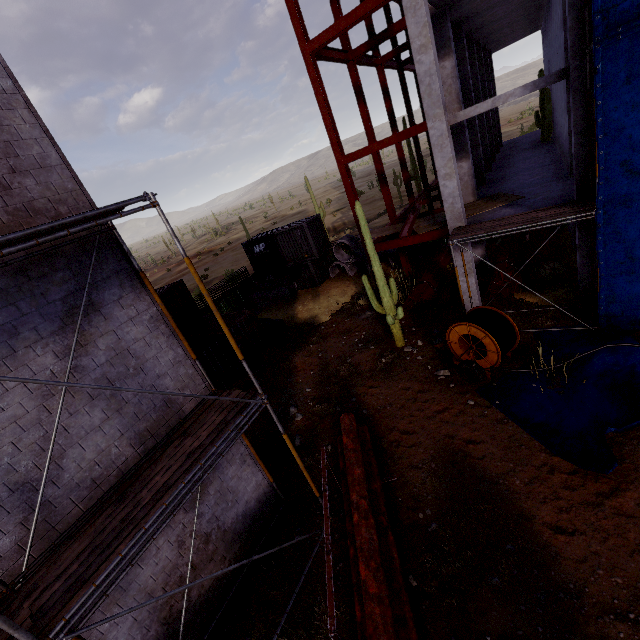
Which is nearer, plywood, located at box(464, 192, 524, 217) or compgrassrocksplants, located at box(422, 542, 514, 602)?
compgrassrocksplants, located at box(422, 542, 514, 602)

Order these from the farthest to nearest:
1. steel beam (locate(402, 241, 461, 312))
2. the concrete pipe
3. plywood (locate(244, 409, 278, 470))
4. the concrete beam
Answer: the concrete beam < the concrete pipe < steel beam (locate(402, 241, 461, 312)) < plywood (locate(244, 409, 278, 470))

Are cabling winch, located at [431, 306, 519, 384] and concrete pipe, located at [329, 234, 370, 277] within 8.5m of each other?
no

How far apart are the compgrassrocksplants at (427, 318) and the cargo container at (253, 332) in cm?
815

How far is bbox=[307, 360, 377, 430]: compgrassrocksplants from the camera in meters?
11.8

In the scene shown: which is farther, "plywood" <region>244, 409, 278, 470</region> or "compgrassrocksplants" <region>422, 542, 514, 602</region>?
"plywood" <region>244, 409, 278, 470</region>

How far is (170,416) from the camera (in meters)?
6.56

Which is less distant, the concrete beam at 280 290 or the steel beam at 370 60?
the steel beam at 370 60
